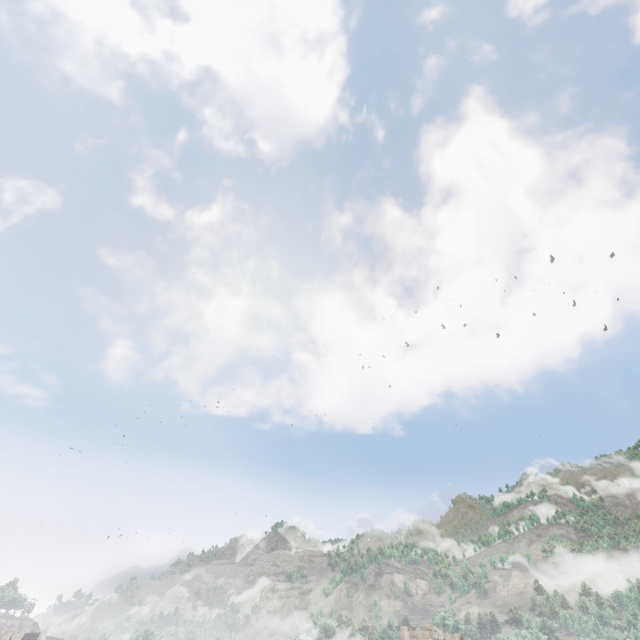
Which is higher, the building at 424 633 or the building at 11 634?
the building at 424 633

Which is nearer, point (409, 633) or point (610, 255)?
point (409, 633)

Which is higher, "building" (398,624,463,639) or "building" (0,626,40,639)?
"building" (398,624,463,639)

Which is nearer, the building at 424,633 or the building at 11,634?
the building at 424,633

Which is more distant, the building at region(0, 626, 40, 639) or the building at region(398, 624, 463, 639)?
the building at region(0, 626, 40, 639)
